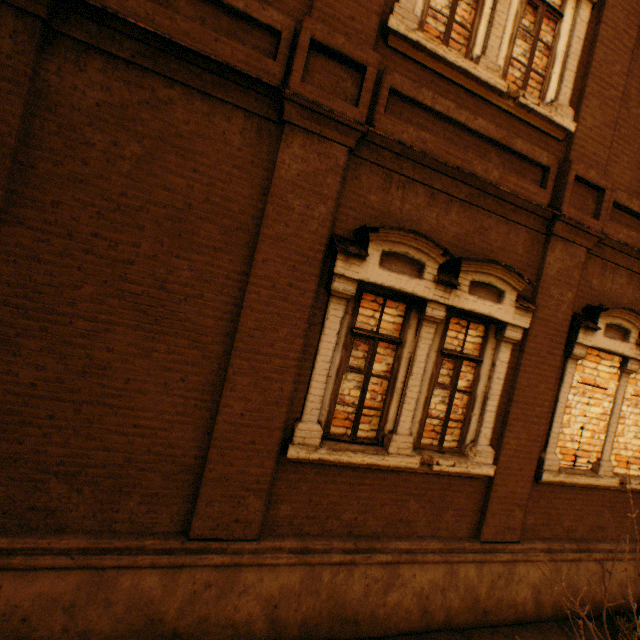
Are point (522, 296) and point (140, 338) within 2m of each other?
no
